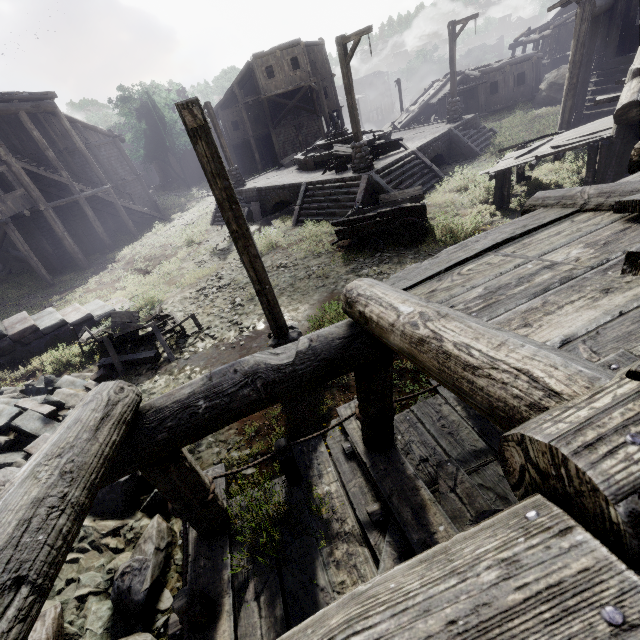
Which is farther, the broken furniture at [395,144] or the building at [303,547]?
the broken furniture at [395,144]

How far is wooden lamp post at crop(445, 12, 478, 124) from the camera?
16.98m

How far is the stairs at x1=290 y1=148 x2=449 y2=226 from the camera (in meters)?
13.44

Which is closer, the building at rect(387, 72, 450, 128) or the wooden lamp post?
the wooden lamp post

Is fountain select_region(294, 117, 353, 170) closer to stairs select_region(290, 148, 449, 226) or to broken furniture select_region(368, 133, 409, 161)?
broken furniture select_region(368, 133, 409, 161)

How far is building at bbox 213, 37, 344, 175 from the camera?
28.44m

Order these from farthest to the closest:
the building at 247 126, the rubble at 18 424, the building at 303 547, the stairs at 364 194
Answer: the building at 247 126 < the stairs at 364 194 < the rubble at 18 424 < the building at 303 547

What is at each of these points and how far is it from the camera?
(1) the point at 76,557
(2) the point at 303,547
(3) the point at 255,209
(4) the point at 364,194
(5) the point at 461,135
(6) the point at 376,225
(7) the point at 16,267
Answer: (1) rubble, 4.1m
(2) building, 3.8m
(3) stairs, 18.8m
(4) stairs, 13.4m
(5) stairs, 17.6m
(6) cart, 10.6m
(7) rubble, 21.9m
